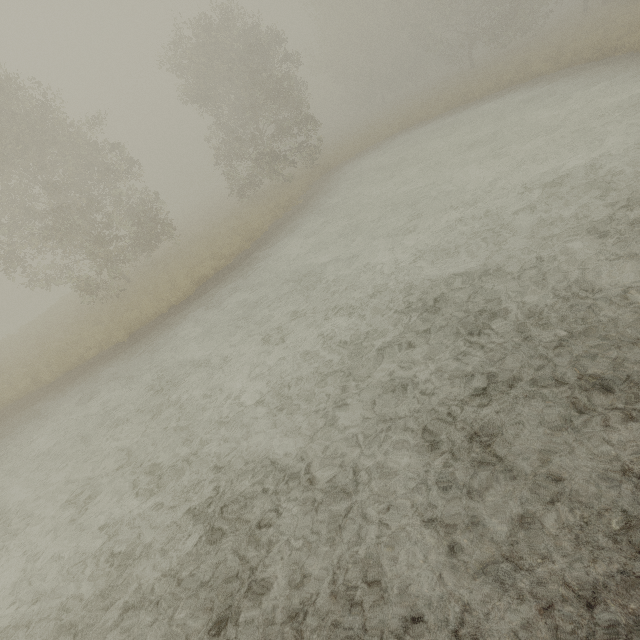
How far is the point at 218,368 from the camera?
8.17m
